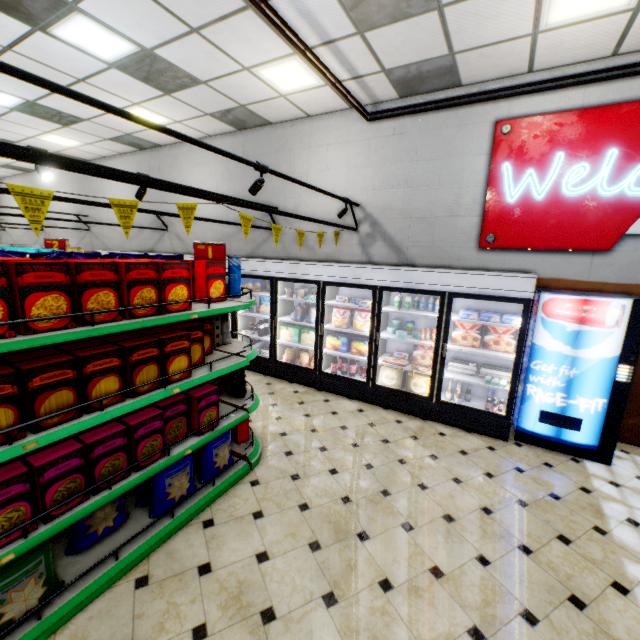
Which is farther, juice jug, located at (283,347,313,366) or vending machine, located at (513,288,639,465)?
juice jug, located at (283,347,313,366)

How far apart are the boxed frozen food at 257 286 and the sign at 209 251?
2.68m

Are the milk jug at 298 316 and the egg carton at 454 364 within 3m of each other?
yes

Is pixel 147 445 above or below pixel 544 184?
below

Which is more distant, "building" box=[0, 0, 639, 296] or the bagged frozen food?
the bagged frozen food

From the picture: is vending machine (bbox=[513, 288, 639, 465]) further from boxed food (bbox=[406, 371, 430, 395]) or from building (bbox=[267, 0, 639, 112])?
boxed food (bbox=[406, 371, 430, 395])

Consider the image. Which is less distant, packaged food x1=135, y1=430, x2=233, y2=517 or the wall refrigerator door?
packaged food x1=135, y1=430, x2=233, y2=517

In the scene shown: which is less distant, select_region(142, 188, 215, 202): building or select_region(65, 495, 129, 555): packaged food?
select_region(65, 495, 129, 555): packaged food
